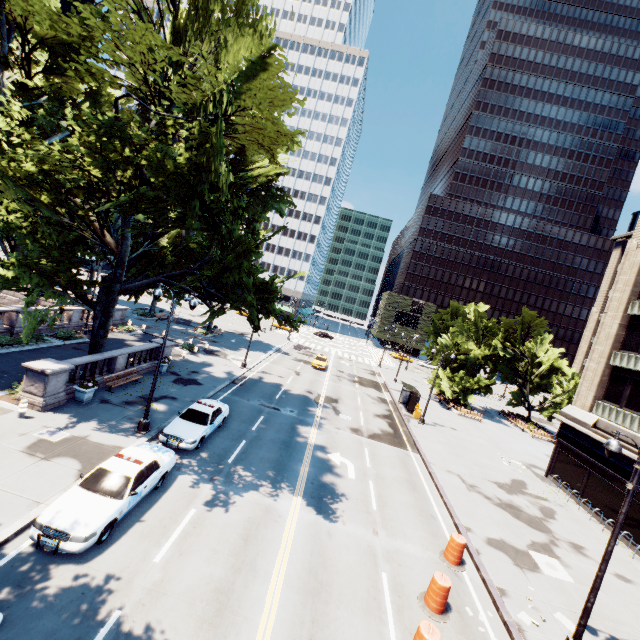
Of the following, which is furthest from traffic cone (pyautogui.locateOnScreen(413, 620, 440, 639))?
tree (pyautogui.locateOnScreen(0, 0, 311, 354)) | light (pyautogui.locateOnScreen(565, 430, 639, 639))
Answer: tree (pyautogui.locateOnScreen(0, 0, 311, 354))

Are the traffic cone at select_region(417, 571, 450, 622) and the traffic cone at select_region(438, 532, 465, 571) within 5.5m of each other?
yes

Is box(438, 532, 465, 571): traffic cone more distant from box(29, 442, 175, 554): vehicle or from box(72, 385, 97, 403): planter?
box(72, 385, 97, 403): planter

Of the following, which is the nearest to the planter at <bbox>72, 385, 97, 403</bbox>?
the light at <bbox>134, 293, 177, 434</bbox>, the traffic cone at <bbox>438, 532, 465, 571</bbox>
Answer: the light at <bbox>134, 293, 177, 434</bbox>

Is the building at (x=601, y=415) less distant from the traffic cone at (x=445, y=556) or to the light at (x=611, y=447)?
the light at (x=611, y=447)

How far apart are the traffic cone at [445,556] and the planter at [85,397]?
18.8m

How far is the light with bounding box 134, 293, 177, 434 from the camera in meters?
15.9

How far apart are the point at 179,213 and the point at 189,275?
6.57m
